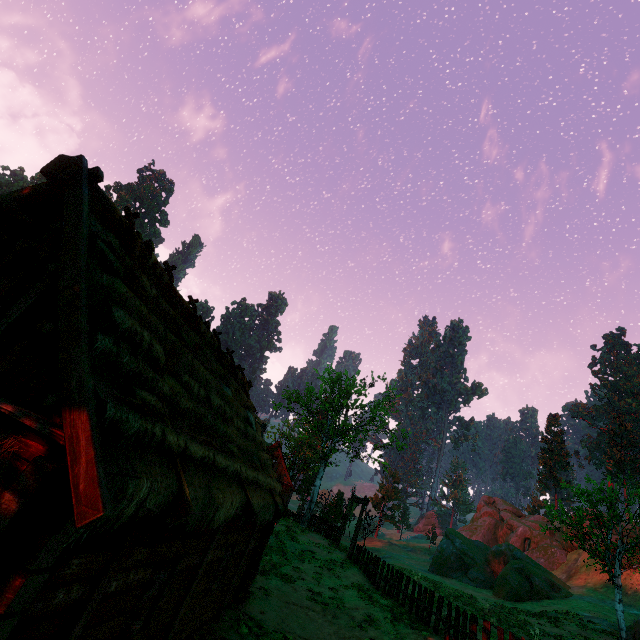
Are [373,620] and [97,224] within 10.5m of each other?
no

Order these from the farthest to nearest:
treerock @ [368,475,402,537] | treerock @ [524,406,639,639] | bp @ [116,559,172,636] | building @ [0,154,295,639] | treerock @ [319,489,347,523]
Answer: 1. treerock @ [368,475,402,537]
2. treerock @ [319,489,347,523]
3. treerock @ [524,406,639,639]
4. bp @ [116,559,172,636]
5. building @ [0,154,295,639]

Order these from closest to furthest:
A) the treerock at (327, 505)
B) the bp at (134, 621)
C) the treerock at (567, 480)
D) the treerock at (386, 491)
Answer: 1. the bp at (134, 621)
2. the treerock at (567, 480)
3. the treerock at (327, 505)
4. the treerock at (386, 491)

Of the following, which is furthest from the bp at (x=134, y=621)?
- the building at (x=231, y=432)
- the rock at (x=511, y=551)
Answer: the rock at (x=511, y=551)

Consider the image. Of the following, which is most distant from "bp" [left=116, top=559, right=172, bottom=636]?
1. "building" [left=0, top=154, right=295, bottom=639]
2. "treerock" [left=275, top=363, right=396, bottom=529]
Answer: "treerock" [left=275, top=363, right=396, bottom=529]

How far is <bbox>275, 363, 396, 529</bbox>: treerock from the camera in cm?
3112

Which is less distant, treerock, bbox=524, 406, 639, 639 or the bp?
the bp

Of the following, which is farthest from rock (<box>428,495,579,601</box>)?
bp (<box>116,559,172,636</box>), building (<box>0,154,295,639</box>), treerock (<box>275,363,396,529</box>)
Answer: bp (<box>116,559,172,636</box>)
